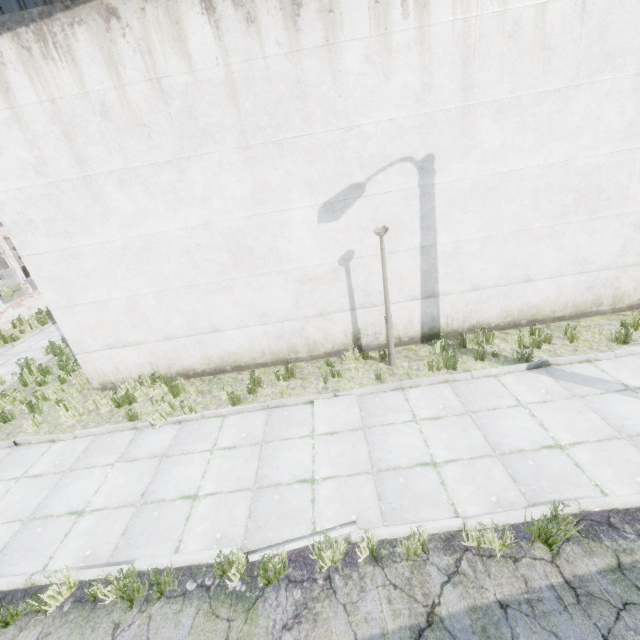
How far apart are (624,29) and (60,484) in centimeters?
1373cm
